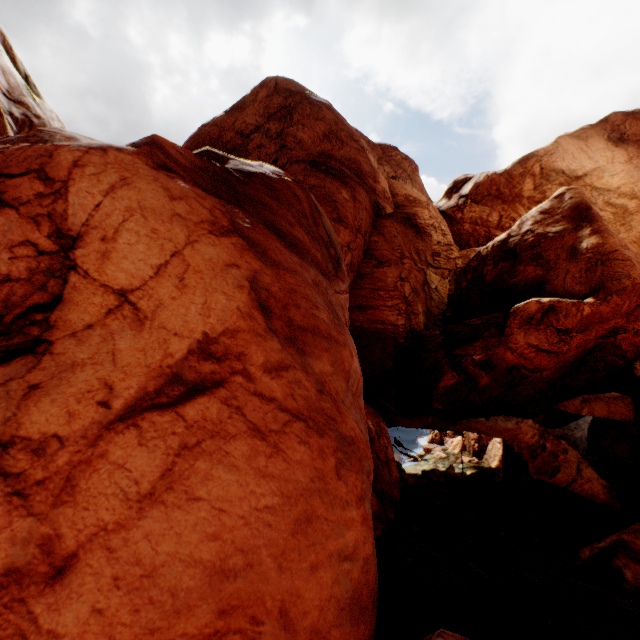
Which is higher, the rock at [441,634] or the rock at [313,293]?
the rock at [313,293]

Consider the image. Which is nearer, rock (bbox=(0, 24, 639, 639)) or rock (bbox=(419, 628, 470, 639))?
rock (bbox=(0, 24, 639, 639))

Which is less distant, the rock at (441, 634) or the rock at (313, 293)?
the rock at (313, 293)

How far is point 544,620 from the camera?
8.23m

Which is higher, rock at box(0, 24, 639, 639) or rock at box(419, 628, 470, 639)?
rock at box(0, 24, 639, 639)
